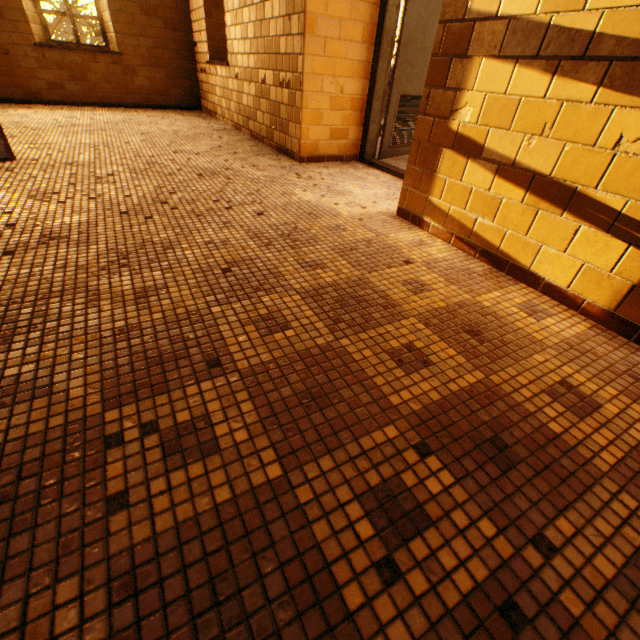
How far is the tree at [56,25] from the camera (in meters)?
9.55

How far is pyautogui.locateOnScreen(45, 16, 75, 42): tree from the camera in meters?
9.6 m

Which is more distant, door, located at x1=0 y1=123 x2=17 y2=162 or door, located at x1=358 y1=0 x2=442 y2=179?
door, located at x1=358 y1=0 x2=442 y2=179

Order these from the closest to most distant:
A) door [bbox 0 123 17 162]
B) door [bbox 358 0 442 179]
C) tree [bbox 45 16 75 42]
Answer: door [bbox 0 123 17 162]
door [bbox 358 0 442 179]
tree [bbox 45 16 75 42]

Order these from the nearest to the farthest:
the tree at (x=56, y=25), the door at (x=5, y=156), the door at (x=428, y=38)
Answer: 1. the door at (x=5, y=156)
2. the door at (x=428, y=38)
3. the tree at (x=56, y=25)

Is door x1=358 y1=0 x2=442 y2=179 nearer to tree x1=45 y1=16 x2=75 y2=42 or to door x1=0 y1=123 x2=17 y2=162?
door x1=0 y1=123 x2=17 y2=162

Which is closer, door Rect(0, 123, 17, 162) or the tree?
door Rect(0, 123, 17, 162)

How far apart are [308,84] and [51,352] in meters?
3.4 m
